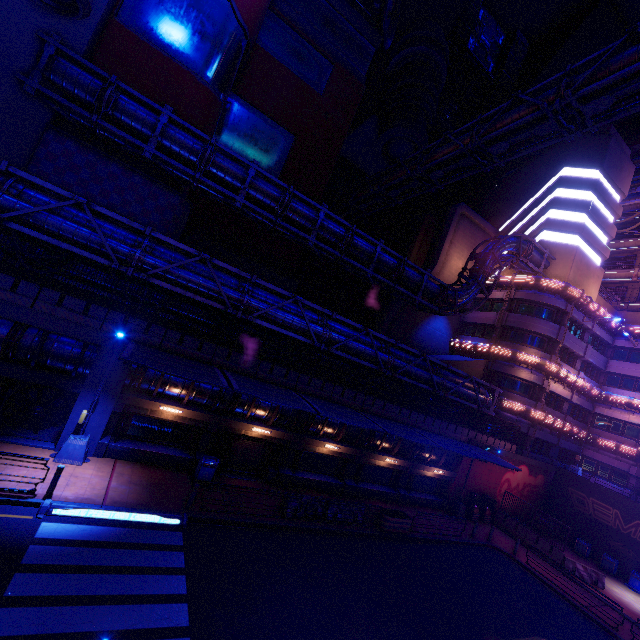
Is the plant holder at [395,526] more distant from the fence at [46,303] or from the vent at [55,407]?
the vent at [55,407]

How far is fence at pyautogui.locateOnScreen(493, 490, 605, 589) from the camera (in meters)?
22.09

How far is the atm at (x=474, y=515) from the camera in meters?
25.7

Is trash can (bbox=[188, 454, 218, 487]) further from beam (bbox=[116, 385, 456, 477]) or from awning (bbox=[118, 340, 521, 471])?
awning (bbox=[118, 340, 521, 471])

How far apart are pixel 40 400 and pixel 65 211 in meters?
8.4

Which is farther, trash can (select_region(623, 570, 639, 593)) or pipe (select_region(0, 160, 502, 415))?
trash can (select_region(623, 570, 639, 593))

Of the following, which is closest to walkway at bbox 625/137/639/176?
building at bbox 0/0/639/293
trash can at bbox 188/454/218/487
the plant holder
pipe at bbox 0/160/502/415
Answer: building at bbox 0/0/639/293

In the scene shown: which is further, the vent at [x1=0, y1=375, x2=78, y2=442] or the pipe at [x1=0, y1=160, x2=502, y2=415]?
the vent at [x1=0, y1=375, x2=78, y2=442]
